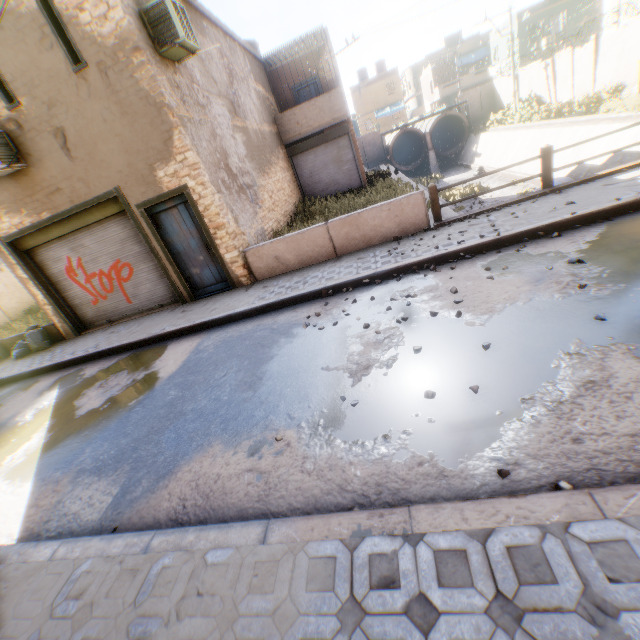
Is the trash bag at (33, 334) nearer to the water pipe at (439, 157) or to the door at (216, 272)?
the door at (216, 272)

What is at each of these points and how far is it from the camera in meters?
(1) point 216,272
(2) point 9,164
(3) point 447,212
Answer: (1) door, 9.0 m
(2) air conditioner, 7.6 m
(3) concrete channel, 10.8 m

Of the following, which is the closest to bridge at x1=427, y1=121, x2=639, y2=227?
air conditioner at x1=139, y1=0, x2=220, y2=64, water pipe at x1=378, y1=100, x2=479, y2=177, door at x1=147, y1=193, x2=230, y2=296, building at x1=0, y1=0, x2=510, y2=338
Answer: building at x1=0, y1=0, x2=510, y2=338

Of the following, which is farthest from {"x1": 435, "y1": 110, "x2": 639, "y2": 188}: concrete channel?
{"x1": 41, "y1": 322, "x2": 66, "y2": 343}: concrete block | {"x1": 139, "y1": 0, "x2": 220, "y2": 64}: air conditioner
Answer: {"x1": 41, "y1": 322, "x2": 66, "y2": 343}: concrete block

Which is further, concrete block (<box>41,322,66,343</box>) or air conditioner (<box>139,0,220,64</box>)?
concrete block (<box>41,322,66,343</box>)

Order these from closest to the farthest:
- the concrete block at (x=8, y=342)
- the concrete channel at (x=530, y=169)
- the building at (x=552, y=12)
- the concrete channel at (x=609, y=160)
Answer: the concrete block at (x=8, y=342), the concrete channel at (x=609, y=160), the concrete channel at (x=530, y=169), the building at (x=552, y=12)

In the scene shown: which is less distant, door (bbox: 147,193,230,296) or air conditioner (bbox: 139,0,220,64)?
air conditioner (bbox: 139,0,220,64)
